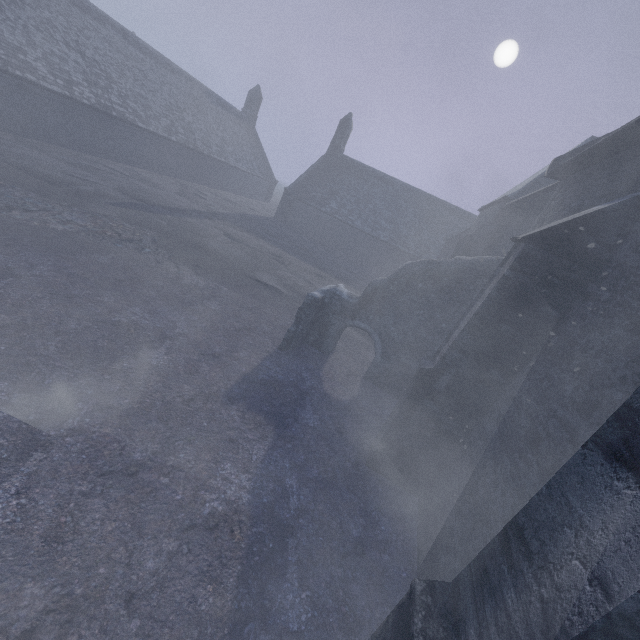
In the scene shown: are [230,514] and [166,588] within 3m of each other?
yes

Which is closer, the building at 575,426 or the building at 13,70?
the building at 575,426

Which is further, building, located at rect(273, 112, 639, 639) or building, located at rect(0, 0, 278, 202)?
building, located at rect(0, 0, 278, 202)
